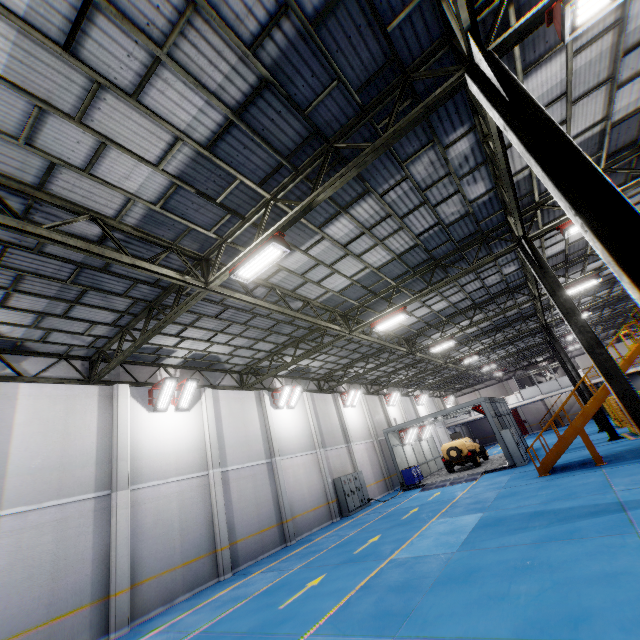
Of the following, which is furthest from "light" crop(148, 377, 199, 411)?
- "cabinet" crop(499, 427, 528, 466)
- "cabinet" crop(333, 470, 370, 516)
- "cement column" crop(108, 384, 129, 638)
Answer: "cabinet" crop(499, 427, 528, 466)

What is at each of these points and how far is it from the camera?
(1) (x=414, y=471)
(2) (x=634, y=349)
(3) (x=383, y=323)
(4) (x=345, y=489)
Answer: (1) toolbox, 24.05m
(2) metal stair, 14.15m
(3) light, 13.65m
(4) cabinet, 20.36m

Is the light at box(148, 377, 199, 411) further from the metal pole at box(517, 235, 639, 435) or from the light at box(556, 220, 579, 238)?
the light at box(556, 220, 579, 238)

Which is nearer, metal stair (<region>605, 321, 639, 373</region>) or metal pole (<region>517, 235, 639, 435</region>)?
metal pole (<region>517, 235, 639, 435</region>)

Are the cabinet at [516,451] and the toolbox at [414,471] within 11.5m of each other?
yes

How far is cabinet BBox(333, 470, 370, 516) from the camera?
20.0m

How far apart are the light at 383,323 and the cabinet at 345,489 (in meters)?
11.45

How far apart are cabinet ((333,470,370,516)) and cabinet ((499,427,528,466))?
9.51m
